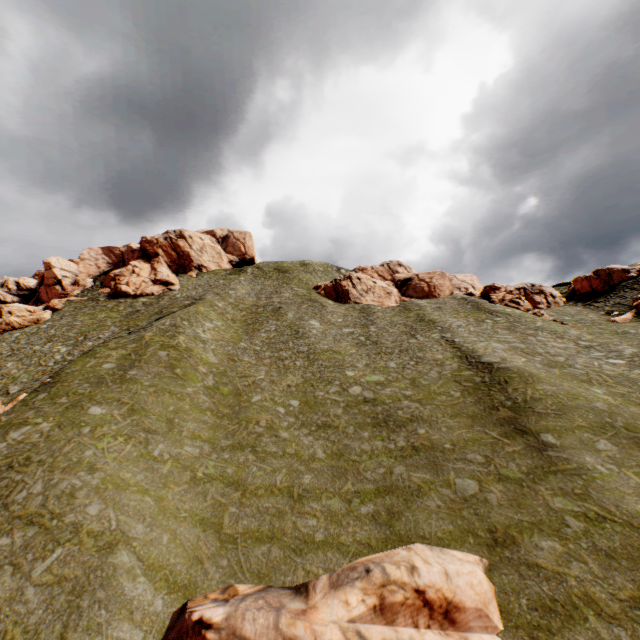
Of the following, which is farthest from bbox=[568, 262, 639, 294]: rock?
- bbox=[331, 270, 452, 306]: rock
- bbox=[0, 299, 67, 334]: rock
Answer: bbox=[0, 299, 67, 334]: rock

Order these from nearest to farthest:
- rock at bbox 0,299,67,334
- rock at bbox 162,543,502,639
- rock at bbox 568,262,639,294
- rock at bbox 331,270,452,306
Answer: rock at bbox 162,543,502,639 < rock at bbox 0,299,67,334 < rock at bbox 568,262,639,294 < rock at bbox 331,270,452,306

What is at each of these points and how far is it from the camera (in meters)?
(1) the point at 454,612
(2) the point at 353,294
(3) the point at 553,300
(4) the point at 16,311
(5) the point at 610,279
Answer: (1) rock, 10.94
(2) rock, 58.00
(3) rock, 52.94
(4) rock, 56.16
(5) rock, 51.84

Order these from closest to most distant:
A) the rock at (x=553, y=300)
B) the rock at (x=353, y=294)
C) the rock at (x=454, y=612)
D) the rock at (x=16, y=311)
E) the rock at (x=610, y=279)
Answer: the rock at (x=454, y=612)
the rock at (x=553, y=300)
the rock at (x=16, y=311)
the rock at (x=610, y=279)
the rock at (x=353, y=294)

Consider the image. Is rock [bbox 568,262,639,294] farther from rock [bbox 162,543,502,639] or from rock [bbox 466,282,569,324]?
Result: rock [bbox 162,543,502,639]

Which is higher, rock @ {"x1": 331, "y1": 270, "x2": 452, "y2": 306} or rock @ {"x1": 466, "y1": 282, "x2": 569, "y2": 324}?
rock @ {"x1": 331, "y1": 270, "x2": 452, "y2": 306}

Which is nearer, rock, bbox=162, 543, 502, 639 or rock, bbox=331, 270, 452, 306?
rock, bbox=162, 543, 502, 639

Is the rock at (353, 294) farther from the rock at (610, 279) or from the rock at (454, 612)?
the rock at (454, 612)
